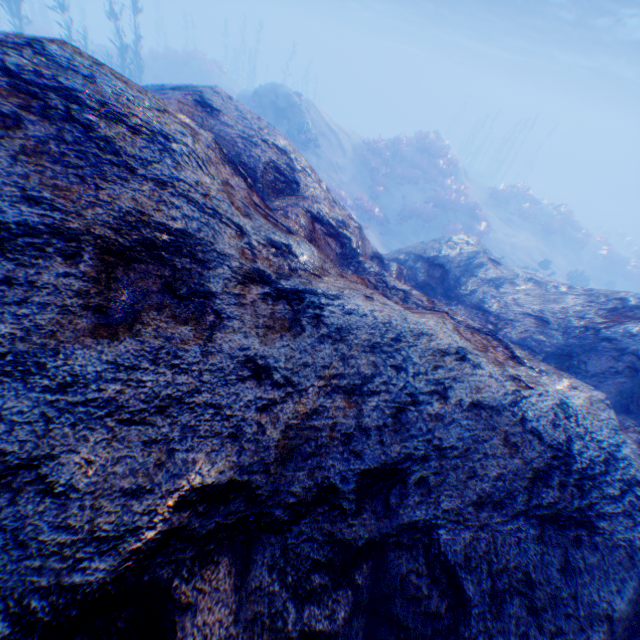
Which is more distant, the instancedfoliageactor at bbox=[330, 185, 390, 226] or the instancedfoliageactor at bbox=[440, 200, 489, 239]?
the instancedfoliageactor at bbox=[440, 200, 489, 239]

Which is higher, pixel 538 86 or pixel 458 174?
pixel 538 86

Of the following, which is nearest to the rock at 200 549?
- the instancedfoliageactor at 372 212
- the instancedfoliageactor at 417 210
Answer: the instancedfoliageactor at 372 212

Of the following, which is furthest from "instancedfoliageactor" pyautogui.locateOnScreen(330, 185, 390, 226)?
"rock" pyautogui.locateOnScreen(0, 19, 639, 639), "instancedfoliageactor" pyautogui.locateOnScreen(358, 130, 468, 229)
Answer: "rock" pyautogui.locateOnScreen(0, 19, 639, 639)

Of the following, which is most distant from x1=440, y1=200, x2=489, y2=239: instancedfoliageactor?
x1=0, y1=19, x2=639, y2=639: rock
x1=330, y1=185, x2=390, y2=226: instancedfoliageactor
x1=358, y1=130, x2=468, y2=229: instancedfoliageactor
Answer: x1=0, y1=19, x2=639, y2=639: rock

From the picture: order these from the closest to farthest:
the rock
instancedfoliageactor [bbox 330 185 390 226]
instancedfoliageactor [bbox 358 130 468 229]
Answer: the rock
instancedfoliageactor [bbox 330 185 390 226]
instancedfoliageactor [bbox 358 130 468 229]
